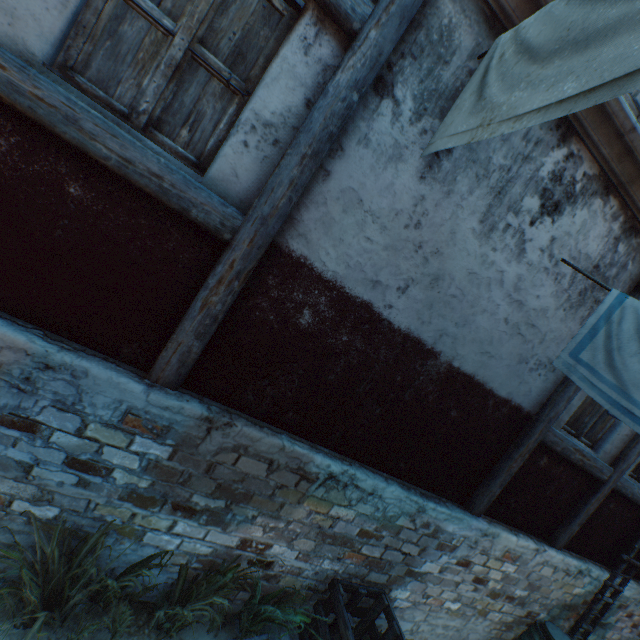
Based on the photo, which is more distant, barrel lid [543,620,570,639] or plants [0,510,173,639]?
barrel lid [543,620,570,639]

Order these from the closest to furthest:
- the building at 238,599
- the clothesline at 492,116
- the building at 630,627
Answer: the clothesline at 492,116
the building at 238,599
the building at 630,627

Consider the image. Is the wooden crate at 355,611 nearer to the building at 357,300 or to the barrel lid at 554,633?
the building at 357,300

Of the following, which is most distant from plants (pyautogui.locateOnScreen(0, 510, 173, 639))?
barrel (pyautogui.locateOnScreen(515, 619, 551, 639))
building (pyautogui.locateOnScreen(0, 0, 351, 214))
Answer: barrel (pyautogui.locateOnScreen(515, 619, 551, 639))

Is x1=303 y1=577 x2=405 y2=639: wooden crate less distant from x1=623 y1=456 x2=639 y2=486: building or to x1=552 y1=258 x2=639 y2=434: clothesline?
x1=623 y1=456 x2=639 y2=486: building

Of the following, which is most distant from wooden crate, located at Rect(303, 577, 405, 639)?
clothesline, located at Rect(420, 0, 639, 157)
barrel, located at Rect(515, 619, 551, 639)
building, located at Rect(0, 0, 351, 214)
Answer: clothesline, located at Rect(420, 0, 639, 157)

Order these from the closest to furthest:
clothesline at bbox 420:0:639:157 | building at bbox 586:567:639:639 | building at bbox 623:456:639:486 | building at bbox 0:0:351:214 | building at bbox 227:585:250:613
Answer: clothesline at bbox 420:0:639:157, building at bbox 0:0:351:214, building at bbox 227:585:250:613, building at bbox 623:456:639:486, building at bbox 586:567:639:639

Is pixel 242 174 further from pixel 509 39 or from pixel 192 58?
pixel 509 39
